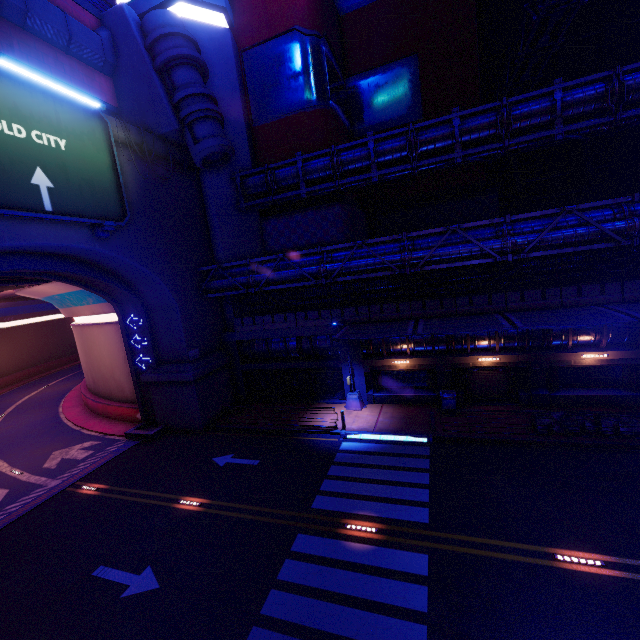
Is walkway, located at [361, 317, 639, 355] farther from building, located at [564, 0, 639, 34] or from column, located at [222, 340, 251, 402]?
building, located at [564, 0, 639, 34]

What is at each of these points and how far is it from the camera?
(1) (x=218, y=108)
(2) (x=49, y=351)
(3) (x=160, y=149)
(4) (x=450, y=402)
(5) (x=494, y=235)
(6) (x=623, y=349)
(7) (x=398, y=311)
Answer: (1) building, 19.7m
(2) tunnel, 50.3m
(3) wall arch, 19.8m
(4) trash can, 18.8m
(5) pipe, 17.0m
(6) beam, 16.6m
(7) fence, 20.0m

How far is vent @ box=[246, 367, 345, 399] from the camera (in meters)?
22.73

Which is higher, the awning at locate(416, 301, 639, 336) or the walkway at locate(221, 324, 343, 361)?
the awning at locate(416, 301, 639, 336)

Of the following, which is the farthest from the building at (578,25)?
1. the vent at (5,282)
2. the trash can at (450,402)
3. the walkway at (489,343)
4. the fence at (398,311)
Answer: the trash can at (450,402)

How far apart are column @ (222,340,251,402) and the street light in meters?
7.9

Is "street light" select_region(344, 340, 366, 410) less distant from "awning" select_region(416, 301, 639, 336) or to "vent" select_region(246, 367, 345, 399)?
"vent" select_region(246, 367, 345, 399)

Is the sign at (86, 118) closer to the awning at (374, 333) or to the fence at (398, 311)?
the fence at (398, 311)
